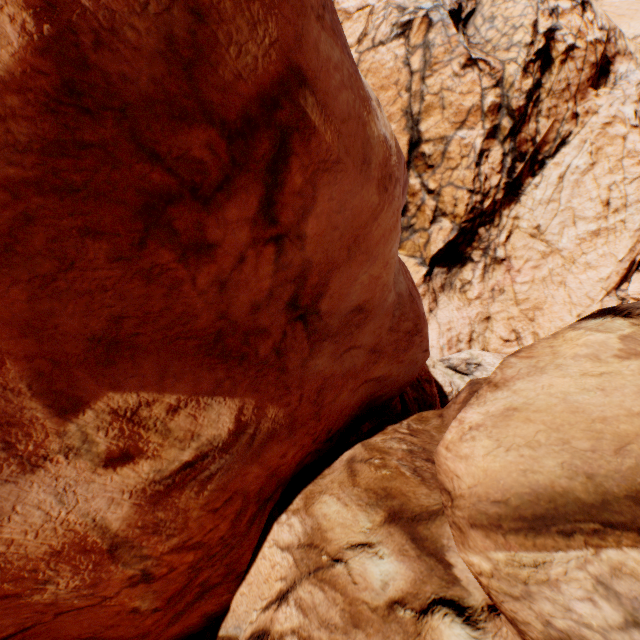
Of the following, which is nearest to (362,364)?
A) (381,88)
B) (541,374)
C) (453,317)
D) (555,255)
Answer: (541,374)
